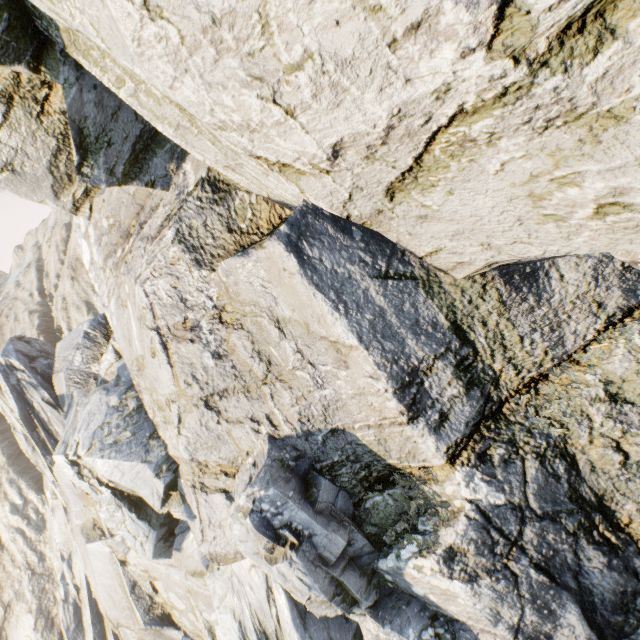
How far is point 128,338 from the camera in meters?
10.1 m
